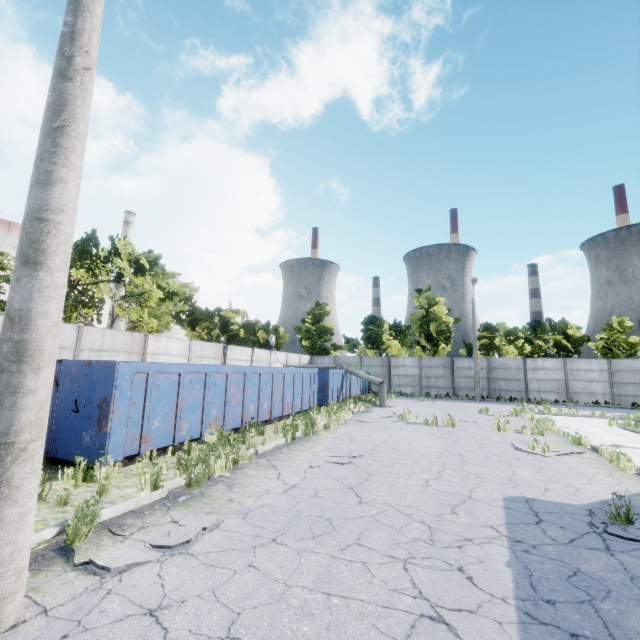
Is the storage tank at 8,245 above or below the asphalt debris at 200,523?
above

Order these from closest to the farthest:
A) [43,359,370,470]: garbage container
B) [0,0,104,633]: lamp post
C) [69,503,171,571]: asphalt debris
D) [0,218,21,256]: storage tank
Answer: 1. [0,0,104,633]: lamp post
2. [69,503,171,571]: asphalt debris
3. [43,359,370,470]: garbage container
4. [0,218,21,256]: storage tank

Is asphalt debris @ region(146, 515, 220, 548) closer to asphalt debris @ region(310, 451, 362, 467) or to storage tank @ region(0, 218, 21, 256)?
asphalt debris @ region(310, 451, 362, 467)

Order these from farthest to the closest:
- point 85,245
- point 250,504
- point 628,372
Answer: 1. point 628,372
2. point 85,245
3. point 250,504

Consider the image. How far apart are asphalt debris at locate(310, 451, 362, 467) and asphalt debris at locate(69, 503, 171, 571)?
2.96m

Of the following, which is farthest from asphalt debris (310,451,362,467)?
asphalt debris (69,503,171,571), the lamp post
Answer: the lamp post

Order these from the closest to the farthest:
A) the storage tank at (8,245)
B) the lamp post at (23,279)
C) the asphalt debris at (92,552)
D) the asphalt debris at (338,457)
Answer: the lamp post at (23,279), the asphalt debris at (92,552), the asphalt debris at (338,457), the storage tank at (8,245)

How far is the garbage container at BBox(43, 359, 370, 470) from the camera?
6.8 meters
